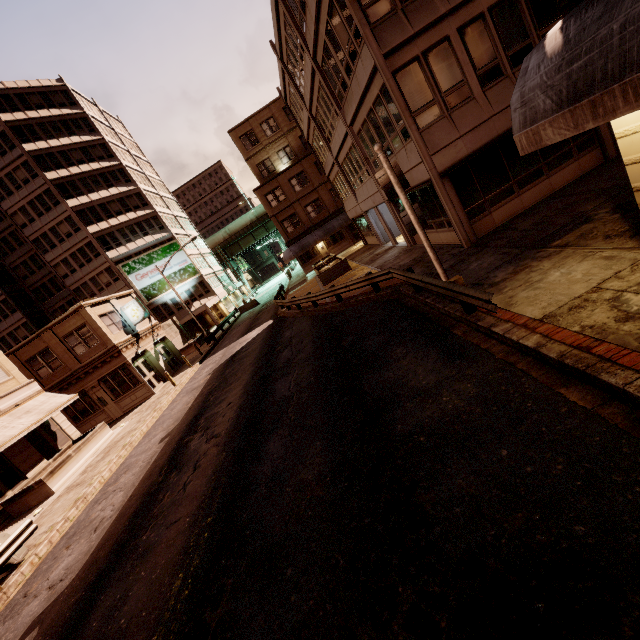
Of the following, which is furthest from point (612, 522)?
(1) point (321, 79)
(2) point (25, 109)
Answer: (2) point (25, 109)

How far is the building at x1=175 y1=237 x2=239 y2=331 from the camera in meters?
47.3 m

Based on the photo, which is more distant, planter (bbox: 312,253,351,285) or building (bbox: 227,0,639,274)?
planter (bbox: 312,253,351,285)

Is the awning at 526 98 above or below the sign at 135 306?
below

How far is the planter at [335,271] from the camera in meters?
24.2

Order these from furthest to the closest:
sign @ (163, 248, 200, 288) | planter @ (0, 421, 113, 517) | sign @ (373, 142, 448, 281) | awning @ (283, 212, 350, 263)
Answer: sign @ (163, 248, 200, 288)
awning @ (283, 212, 350, 263)
planter @ (0, 421, 113, 517)
sign @ (373, 142, 448, 281)

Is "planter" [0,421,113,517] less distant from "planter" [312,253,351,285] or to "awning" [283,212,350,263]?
"planter" [312,253,351,285]

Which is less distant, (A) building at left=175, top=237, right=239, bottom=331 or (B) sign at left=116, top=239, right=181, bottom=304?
(B) sign at left=116, top=239, right=181, bottom=304
